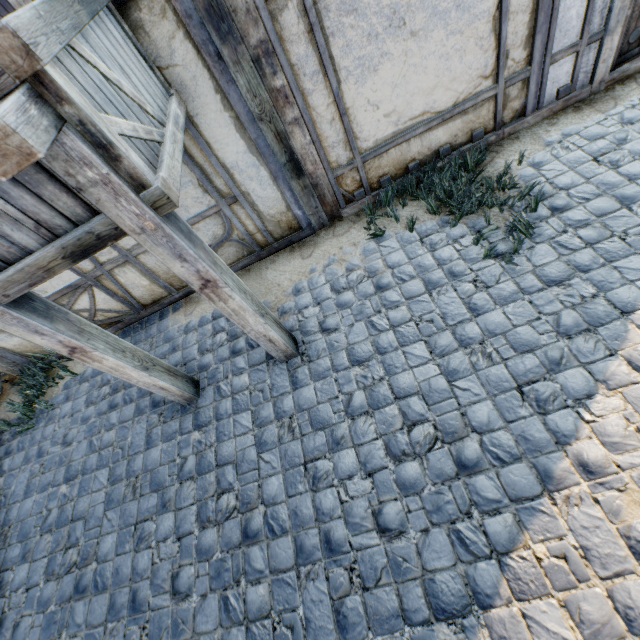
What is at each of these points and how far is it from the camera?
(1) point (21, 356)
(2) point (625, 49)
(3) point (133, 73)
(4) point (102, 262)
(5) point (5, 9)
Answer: (1) building, 5.29m
(2) door, 3.76m
(3) wooden structure, 2.37m
(4) building, 4.31m
(5) building, 6.11m

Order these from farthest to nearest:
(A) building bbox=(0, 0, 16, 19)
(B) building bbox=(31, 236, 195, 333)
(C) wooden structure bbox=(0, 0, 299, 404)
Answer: (A) building bbox=(0, 0, 16, 19) → (B) building bbox=(31, 236, 195, 333) → (C) wooden structure bbox=(0, 0, 299, 404)

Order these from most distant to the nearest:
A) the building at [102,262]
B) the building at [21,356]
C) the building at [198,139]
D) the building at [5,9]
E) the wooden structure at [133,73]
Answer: the building at [5,9]
the building at [21,356]
the building at [102,262]
the building at [198,139]
the wooden structure at [133,73]

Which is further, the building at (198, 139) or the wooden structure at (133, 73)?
the building at (198, 139)

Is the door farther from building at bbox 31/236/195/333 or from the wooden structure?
the wooden structure

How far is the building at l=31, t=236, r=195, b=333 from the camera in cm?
429

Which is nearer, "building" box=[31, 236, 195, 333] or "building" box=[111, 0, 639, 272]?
"building" box=[111, 0, 639, 272]
